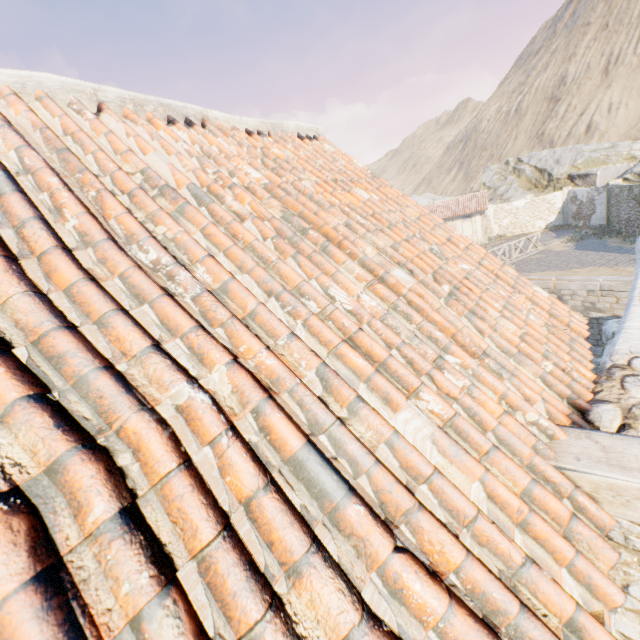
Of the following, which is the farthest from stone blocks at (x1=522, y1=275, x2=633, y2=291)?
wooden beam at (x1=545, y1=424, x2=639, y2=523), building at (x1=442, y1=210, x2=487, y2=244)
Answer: wooden beam at (x1=545, y1=424, x2=639, y2=523)

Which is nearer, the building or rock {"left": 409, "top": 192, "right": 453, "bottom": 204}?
Answer: the building

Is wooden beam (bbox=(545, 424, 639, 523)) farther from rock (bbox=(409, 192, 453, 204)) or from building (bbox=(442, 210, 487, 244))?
building (bbox=(442, 210, 487, 244))

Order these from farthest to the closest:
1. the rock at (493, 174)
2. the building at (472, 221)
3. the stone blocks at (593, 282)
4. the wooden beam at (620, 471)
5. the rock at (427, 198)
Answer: the rock at (427, 198) < the building at (472, 221) < the rock at (493, 174) < the stone blocks at (593, 282) < the wooden beam at (620, 471)

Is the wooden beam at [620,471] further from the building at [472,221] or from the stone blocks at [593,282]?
the building at [472,221]

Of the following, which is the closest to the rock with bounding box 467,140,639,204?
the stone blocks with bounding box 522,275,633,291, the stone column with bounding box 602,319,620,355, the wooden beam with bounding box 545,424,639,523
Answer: the stone blocks with bounding box 522,275,633,291

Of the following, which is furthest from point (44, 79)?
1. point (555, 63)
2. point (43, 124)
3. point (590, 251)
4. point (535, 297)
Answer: point (555, 63)

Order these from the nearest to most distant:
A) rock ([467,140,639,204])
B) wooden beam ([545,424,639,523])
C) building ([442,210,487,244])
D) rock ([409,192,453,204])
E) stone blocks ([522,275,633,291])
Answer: wooden beam ([545,424,639,523]), stone blocks ([522,275,633,291]), rock ([467,140,639,204]), building ([442,210,487,244]), rock ([409,192,453,204])
